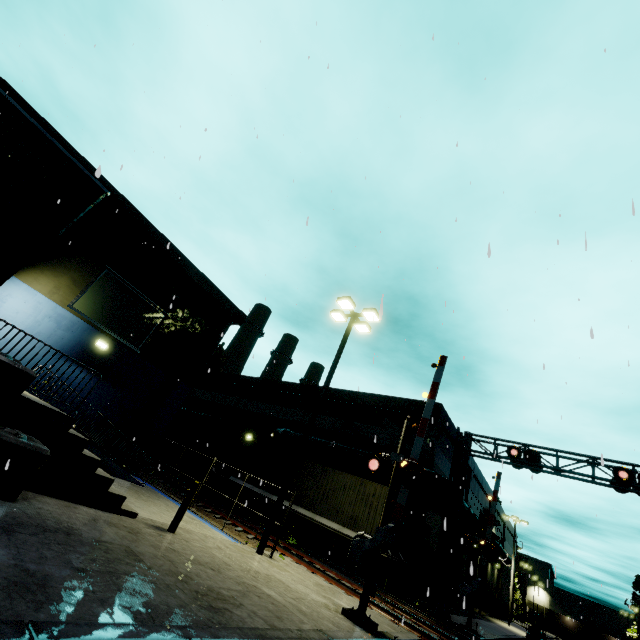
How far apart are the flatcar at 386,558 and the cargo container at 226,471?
0.0 meters

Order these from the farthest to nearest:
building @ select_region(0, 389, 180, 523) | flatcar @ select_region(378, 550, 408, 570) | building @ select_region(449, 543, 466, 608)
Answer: building @ select_region(449, 543, 466, 608) → flatcar @ select_region(378, 550, 408, 570) → building @ select_region(0, 389, 180, 523)

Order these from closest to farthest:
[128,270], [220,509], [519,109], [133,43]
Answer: [519,109]
[133,43]
[220,509]
[128,270]

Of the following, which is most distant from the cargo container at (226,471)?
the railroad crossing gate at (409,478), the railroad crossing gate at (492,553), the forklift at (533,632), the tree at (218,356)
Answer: the tree at (218,356)

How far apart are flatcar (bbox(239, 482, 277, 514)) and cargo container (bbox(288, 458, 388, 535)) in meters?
0.0 m

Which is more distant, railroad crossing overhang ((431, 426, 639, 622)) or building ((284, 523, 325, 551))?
building ((284, 523, 325, 551))
